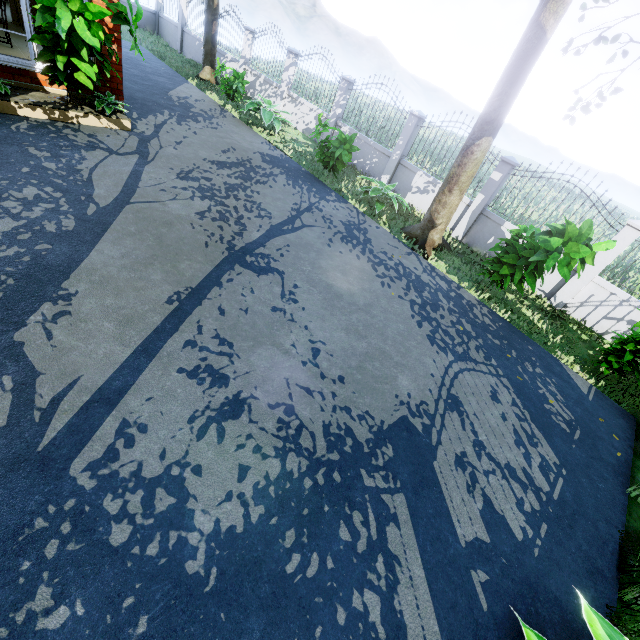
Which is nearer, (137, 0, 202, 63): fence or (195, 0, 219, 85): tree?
(195, 0, 219, 85): tree

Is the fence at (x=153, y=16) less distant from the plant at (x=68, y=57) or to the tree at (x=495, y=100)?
the tree at (x=495, y=100)

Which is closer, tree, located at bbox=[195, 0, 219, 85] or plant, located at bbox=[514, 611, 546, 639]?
plant, located at bbox=[514, 611, 546, 639]

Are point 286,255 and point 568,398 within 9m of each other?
yes

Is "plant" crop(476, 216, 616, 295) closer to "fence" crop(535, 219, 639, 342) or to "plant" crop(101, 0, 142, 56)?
"fence" crop(535, 219, 639, 342)

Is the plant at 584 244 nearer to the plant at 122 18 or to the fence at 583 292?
the fence at 583 292

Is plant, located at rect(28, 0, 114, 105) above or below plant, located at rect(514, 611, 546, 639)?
above

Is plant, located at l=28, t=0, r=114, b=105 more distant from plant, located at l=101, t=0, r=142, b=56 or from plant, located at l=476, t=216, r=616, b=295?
plant, located at l=476, t=216, r=616, b=295
